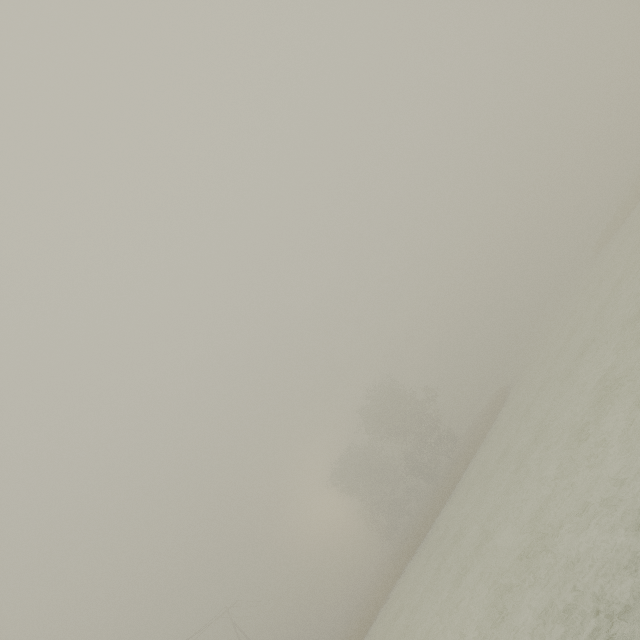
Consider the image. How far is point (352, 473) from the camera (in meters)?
50.91
